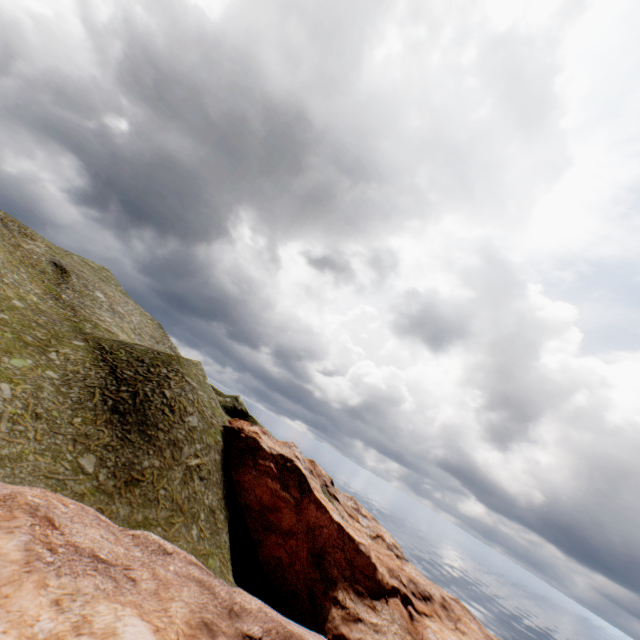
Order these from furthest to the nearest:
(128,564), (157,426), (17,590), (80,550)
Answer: (157,426) < (128,564) < (80,550) < (17,590)
